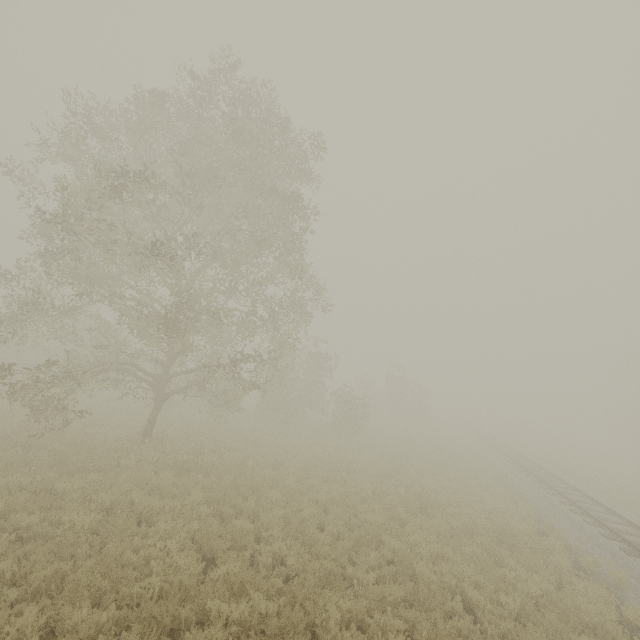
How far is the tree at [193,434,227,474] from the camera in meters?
12.9

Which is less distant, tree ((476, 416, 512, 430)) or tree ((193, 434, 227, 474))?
tree ((193, 434, 227, 474))

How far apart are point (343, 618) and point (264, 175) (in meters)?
15.89

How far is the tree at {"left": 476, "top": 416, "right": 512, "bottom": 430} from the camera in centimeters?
5283cm

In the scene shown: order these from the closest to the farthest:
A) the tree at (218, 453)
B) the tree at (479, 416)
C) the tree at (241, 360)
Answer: the tree at (241, 360), the tree at (218, 453), the tree at (479, 416)

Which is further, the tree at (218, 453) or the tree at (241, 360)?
the tree at (218, 453)

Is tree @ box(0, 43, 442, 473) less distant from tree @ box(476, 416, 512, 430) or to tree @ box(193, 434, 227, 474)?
tree @ box(193, 434, 227, 474)
